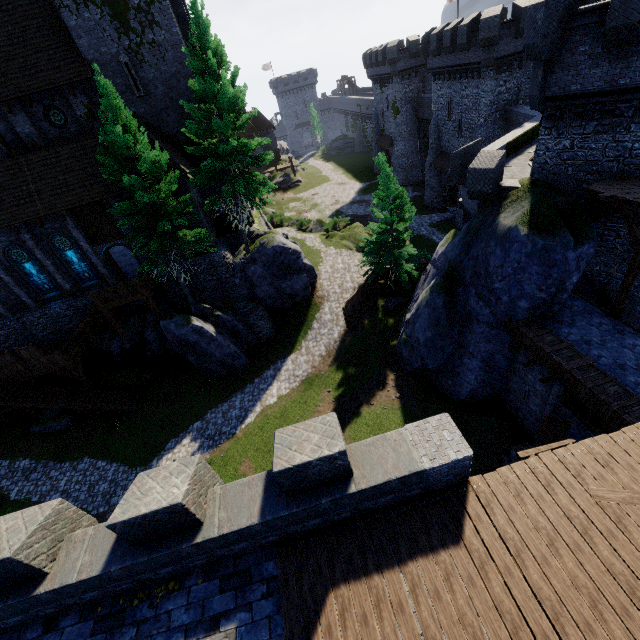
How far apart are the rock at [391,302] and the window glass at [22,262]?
24.6 meters

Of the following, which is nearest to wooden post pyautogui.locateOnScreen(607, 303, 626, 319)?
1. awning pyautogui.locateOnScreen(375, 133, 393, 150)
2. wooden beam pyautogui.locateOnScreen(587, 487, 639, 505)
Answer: wooden beam pyautogui.locateOnScreen(587, 487, 639, 505)

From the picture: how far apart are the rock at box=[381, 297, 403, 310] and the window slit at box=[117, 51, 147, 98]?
21.8 meters

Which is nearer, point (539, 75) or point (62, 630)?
point (62, 630)

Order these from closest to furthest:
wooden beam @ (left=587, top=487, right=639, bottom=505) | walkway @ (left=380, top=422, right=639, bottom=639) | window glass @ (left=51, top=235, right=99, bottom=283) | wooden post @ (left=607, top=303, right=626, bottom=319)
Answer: walkway @ (left=380, top=422, right=639, bottom=639) → wooden beam @ (left=587, top=487, right=639, bottom=505) → wooden post @ (left=607, top=303, right=626, bottom=319) → window glass @ (left=51, top=235, right=99, bottom=283)

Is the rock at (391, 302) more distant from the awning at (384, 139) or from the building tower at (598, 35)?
the awning at (384, 139)

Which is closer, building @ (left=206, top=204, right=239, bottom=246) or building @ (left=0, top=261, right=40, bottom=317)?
building @ (left=0, top=261, right=40, bottom=317)

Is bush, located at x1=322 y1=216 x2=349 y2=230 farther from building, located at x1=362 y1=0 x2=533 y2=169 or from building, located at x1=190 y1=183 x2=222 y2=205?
building, located at x1=362 y1=0 x2=533 y2=169
